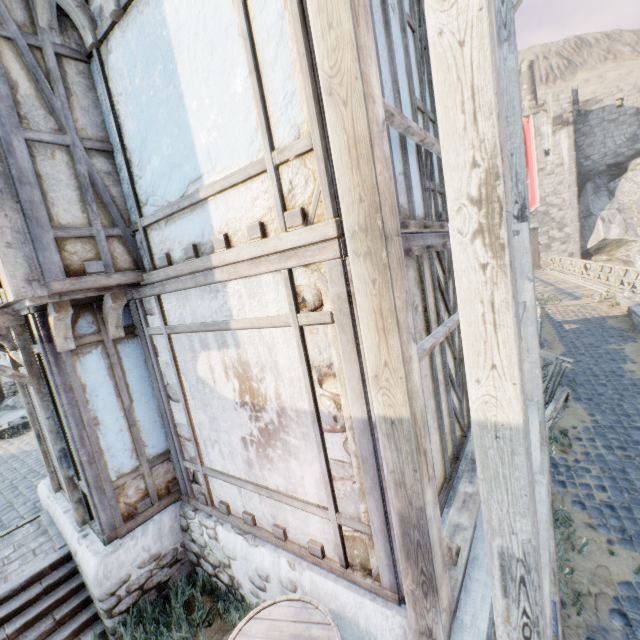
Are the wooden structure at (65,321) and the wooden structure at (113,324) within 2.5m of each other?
yes

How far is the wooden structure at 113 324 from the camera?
3.61m

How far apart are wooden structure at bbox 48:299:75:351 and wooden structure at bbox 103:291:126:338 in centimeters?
36cm

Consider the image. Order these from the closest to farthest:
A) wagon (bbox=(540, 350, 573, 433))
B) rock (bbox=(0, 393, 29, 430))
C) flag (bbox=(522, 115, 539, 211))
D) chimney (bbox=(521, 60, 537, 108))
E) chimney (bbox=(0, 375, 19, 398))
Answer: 1. wagon (bbox=(540, 350, 573, 433))
2. rock (bbox=(0, 393, 29, 430))
3. chimney (bbox=(0, 375, 19, 398))
4. flag (bbox=(522, 115, 539, 211))
5. chimney (bbox=(521, 60, 537, 108))

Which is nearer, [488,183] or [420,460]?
[488,183]

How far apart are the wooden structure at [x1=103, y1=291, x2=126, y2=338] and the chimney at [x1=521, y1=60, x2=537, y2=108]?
41.7 meters

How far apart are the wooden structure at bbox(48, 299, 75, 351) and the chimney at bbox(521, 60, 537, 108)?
42.2m

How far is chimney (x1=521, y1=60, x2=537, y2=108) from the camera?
31.3 meters
